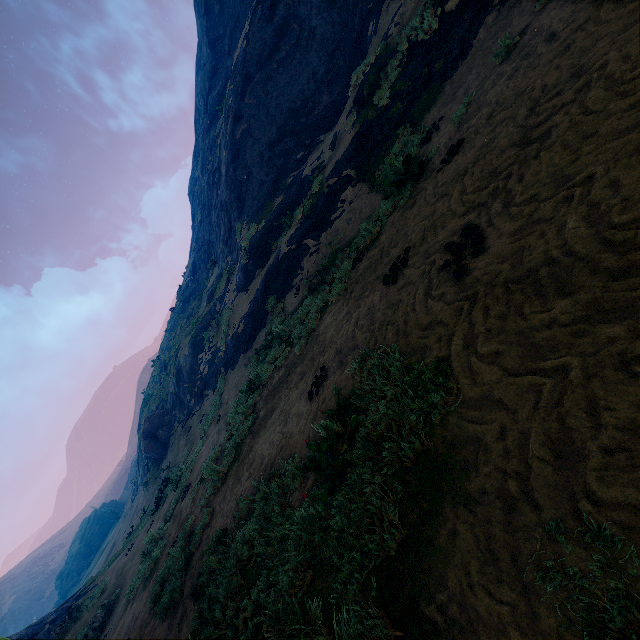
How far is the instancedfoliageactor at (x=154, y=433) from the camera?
25.2 meters

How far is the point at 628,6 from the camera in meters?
3.8 m

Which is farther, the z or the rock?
the rock

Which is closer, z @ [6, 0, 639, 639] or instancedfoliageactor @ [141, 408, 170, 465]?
z @ [6, 0, 639, 639]

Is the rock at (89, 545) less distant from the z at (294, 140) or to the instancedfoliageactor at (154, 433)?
the z at (294, 140)

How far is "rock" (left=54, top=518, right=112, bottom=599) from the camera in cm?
5481

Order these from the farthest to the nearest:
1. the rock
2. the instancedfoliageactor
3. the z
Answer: the rock
the instancedfoliageactor
the z

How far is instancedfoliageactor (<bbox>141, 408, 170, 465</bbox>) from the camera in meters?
25.2 m
